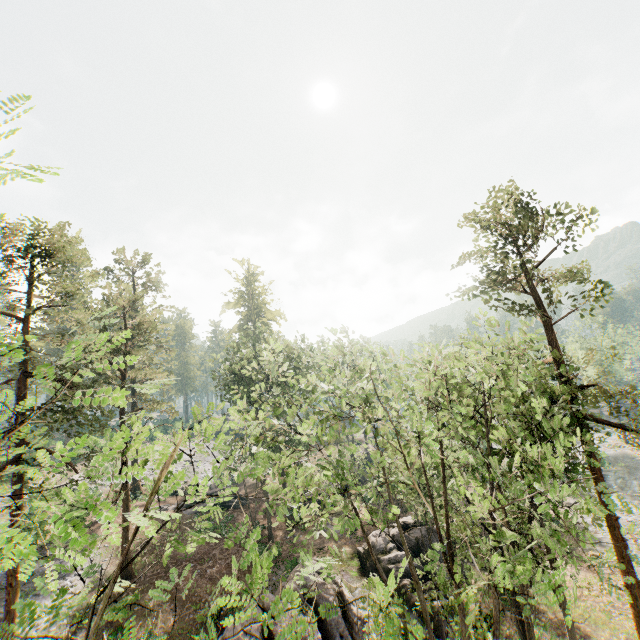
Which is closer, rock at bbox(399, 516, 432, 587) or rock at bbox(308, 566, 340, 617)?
rock at bbox(308, 566, 340, 617)

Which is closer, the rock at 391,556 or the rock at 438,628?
the rock at 438,628

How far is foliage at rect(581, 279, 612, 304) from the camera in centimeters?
1590cm

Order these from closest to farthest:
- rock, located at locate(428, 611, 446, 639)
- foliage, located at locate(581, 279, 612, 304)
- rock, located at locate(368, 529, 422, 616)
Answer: foliage, located at locate(581, 279, 612, 304), rock, located at locate(428, 611, 446, 639), rock, located at locate(368, 529, 422, 616)

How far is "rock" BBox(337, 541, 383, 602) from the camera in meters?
18.0

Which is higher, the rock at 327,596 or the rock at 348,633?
the rock at 327,596

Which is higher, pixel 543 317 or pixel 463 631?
pixel 543 317
